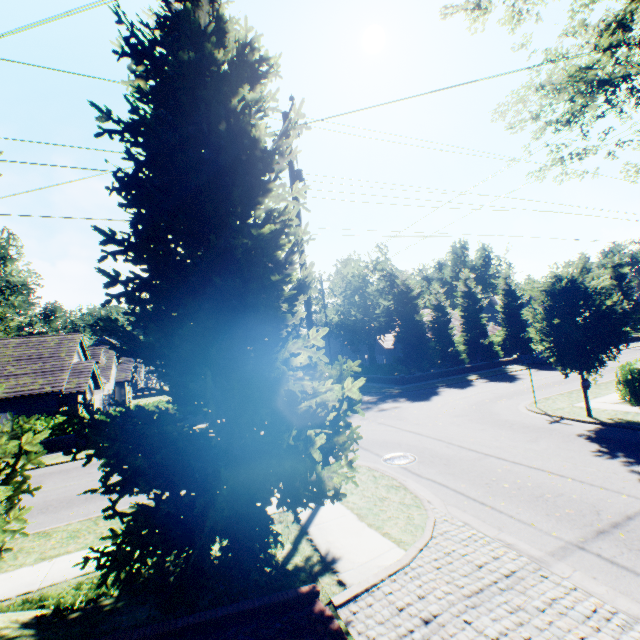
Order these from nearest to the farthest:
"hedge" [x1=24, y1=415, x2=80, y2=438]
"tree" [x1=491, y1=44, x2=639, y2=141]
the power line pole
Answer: the power line pole, "tree" [x1=491, y1=44, x2=639, y2=141], "hedge" [x1=24, y1=415, x2=80, y2=438]

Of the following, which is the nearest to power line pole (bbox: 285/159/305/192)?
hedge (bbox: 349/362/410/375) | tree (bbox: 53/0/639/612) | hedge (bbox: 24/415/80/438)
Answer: tree (bbox: 53/0/639/612)

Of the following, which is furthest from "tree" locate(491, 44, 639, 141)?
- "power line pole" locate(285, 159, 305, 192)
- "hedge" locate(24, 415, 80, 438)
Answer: "hedge" locate(24, 415, 80, 438)

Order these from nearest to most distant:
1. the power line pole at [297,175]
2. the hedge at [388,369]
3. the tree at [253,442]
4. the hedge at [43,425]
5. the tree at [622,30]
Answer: the tree at [253,442], the power line pole at [297,175], the tree at [622,30], the hedge at [43,425], the hedge at [388,369]

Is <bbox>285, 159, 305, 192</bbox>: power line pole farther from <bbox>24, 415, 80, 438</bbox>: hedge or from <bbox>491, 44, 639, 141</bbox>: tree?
<bbox>24, 415, 80, 438</bbox>: hedge

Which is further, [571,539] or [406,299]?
[406,299]

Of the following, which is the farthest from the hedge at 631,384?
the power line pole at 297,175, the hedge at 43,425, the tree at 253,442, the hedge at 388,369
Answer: the hedge at 43,425
